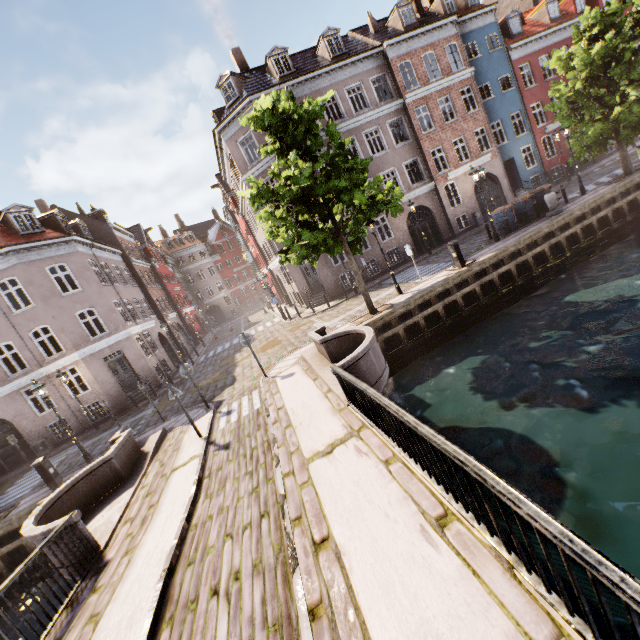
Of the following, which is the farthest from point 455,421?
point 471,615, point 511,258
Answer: point 511,258

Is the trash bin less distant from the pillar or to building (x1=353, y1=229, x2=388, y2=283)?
the pillar

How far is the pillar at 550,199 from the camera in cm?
1578

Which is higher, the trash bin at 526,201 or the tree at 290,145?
the tree at 290,145

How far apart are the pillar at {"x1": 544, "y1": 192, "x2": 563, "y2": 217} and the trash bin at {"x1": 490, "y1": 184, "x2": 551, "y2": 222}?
0.9m

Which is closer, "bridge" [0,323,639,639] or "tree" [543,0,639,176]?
"bridge" [0,323,639,639]

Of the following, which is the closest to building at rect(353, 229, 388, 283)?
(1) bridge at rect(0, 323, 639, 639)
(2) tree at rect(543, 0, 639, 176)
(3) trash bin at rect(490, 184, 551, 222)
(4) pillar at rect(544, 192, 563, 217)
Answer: (2) tree at rect(543, 0, 639, 176)

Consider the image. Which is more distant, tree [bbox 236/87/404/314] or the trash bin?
the trash bin
